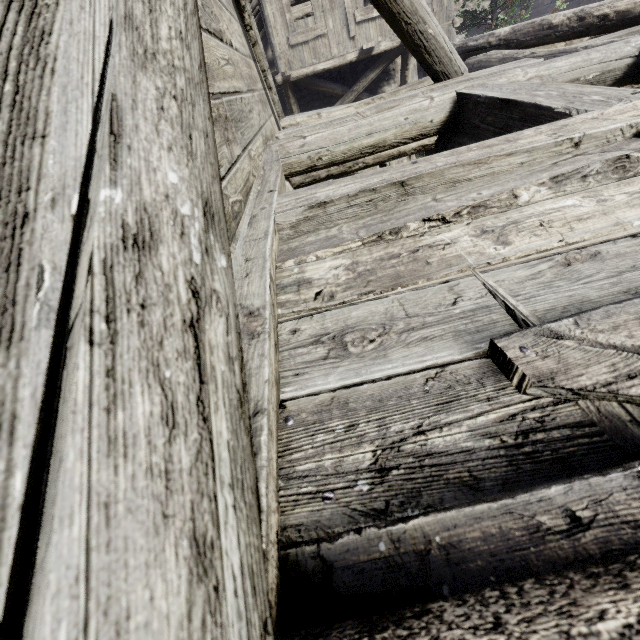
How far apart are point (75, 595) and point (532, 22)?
9.3 meters
